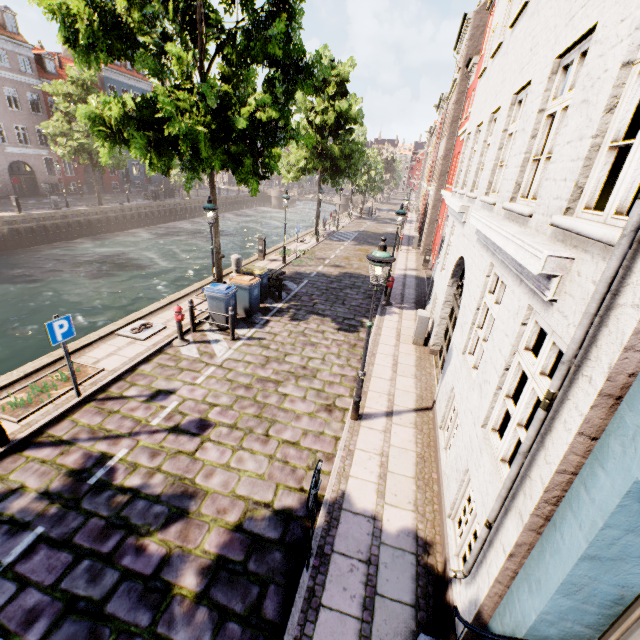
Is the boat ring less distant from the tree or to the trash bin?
the trash bin

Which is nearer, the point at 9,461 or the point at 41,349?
the point at 9,461

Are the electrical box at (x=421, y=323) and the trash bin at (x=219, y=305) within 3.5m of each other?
no

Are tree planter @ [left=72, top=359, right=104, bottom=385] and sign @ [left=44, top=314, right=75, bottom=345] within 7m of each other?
yes

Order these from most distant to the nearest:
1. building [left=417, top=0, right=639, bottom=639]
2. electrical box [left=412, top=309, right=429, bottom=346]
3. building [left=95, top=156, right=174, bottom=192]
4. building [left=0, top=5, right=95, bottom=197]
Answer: building [left=95, top=156, right=174, bottom=192] < building [left=0, top=5, right=95, bottom=197] < electrical box [left=412, top=309, right=429, bottom=346] < building [left=417, top=0, right=639, bottom=639]

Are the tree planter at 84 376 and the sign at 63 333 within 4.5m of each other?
yes

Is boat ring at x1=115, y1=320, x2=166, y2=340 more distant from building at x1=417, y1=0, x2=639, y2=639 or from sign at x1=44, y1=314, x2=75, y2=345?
building at x1=417, y1=0, x2=639, y2=639

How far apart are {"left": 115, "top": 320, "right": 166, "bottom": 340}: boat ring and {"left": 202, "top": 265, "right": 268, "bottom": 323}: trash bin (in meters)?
2.42
